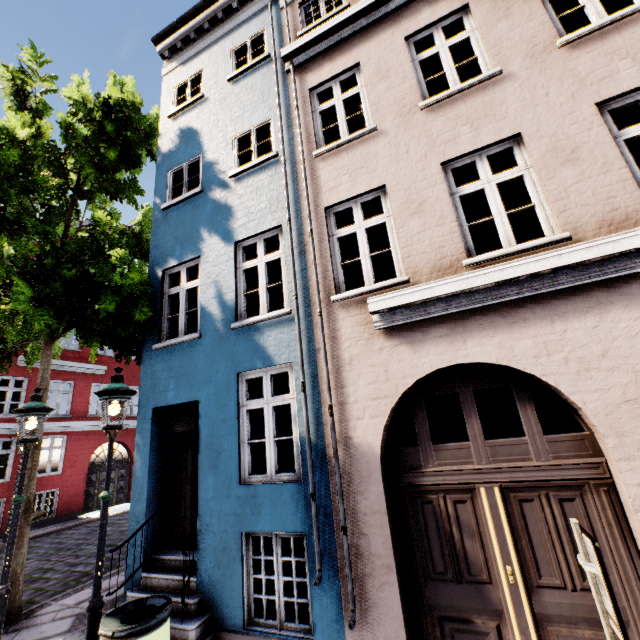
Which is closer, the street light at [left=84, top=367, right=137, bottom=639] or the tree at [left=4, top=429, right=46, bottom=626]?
the street light at [left=84, top=367, right=137, bottom=639]

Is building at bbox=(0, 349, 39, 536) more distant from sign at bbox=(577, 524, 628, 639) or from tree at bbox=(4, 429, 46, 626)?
sign at bbox=(577, 524, 628, 639)

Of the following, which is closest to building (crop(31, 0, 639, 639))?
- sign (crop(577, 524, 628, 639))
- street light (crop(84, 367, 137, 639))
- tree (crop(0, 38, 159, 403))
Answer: tree (crop(0, 38, 159, 403))

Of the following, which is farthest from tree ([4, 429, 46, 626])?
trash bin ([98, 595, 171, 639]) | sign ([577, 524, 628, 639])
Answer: sign ([577, 524, 628, 639])

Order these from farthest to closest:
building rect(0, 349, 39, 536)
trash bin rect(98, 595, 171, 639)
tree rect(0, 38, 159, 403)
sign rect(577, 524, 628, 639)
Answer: building rect(0, 349, 39, 536) → tree rect(0, 38, 159, 403) → trash bin rect(98, 595, 171, 639) → sign rect(577, 524, 628, 639)

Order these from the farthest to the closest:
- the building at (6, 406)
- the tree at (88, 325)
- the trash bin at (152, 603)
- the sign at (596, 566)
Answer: the building at (6, 406), the tree at (88, 325), the trash bin at (152, 603), the sign at (596, 566)

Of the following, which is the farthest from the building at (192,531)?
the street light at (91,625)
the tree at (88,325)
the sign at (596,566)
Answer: the sign at (596,566)

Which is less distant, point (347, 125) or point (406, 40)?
point (406, 40)
